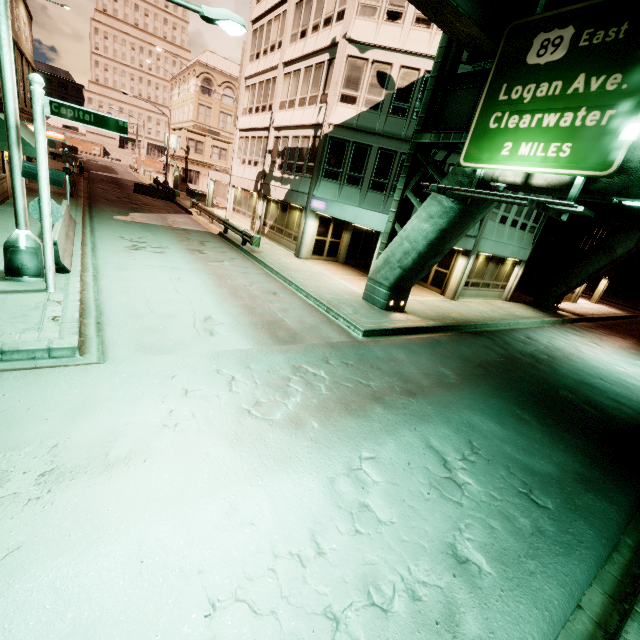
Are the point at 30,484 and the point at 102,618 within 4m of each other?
yes

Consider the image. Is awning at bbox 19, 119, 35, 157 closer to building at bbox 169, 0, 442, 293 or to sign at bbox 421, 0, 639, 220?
building at bbox 169, 0, 442, 293

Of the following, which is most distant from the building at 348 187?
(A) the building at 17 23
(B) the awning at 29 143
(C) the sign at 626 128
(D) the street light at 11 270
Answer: (A) the building at 17 23

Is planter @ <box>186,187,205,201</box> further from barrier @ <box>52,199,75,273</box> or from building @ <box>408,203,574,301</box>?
barrier @ <box>52,199,75,273</box>

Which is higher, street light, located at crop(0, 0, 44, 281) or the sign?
the sign

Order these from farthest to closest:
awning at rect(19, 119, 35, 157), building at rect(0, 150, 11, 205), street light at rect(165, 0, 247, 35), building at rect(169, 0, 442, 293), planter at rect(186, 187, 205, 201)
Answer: planter at rect(186, 187, 205, 201) < building at rect(169, 0, 442, 293) < building at rect(0, 150, 11, 205) < awning at rect(19, 119, 35, 157) < street light at rect(165, 0, 247, 35)

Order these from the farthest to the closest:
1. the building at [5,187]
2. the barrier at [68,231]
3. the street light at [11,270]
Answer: the building at [5,187] < the barrier at [68,231] < the street light at [11,270]

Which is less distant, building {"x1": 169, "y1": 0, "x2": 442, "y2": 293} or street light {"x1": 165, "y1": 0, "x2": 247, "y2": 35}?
street light {"x1": 165, "y1": 0, "x2": 247, "y2": 35}
